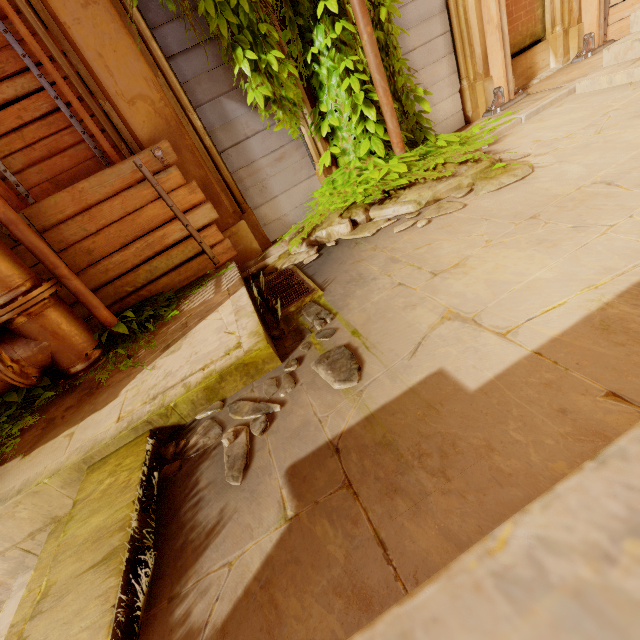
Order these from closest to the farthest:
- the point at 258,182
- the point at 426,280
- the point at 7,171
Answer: the point at 426,280
the point at 7,171
the point at 258,182

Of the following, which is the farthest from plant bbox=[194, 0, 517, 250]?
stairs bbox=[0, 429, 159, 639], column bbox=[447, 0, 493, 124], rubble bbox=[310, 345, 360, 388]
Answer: rubble bbox=[310, 345, 360, 388]

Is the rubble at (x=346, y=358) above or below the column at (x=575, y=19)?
below

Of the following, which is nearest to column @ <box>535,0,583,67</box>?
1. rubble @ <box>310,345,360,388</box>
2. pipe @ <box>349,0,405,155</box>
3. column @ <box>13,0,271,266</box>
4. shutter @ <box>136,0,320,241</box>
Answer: pipe @ <box>349,0,405,155</box>

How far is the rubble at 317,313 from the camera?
2.5 meters

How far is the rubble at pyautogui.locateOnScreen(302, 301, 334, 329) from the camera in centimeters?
251cm

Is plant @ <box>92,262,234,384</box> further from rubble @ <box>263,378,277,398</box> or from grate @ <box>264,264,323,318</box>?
rubble @ <box>263,378,277,398</box>
